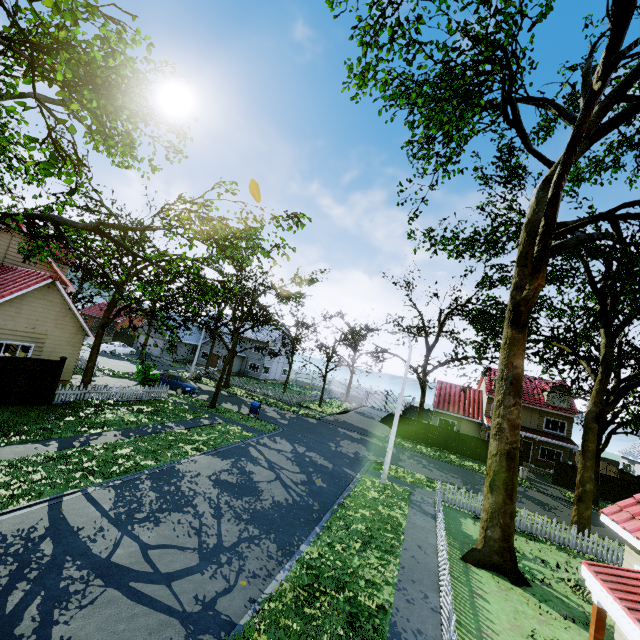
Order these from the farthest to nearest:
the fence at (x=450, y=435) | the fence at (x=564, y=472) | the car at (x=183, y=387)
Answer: the fence at (x=450, y=435), the fence at (x=564, y=472), the car at (x=183, y=387)

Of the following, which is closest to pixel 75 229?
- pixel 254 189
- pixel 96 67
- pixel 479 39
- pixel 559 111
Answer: pixel 96 67

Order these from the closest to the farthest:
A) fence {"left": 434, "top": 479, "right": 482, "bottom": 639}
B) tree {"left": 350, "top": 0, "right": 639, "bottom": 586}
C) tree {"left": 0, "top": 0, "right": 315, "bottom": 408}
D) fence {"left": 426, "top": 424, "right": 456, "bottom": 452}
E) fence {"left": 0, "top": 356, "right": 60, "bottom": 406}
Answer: tree {"left": 0, "top": 0, "right": 315, "bottom": 408} → fence {"left": 434, "top": 479, "right": 482, "bottom": 639} → tree {"left": 350, "top": 0, "right": 639, "bottom": 586} → fence {"left": 0, "top": 356, "right": 60, "bottom": 406} → fence {"left": 426, "top": 424, "right": 456, "bottom": 452}

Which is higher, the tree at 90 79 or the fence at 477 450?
the tree at 90 79

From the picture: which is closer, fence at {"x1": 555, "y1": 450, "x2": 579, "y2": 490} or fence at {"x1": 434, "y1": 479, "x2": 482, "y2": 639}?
fence at {"x1": 434, "y1": 479, "x2": 482, "y2": 639}

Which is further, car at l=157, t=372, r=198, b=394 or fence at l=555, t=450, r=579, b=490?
fence at l=555, t=450, r=579, b=490

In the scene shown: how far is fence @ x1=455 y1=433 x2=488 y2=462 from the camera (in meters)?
30.41
